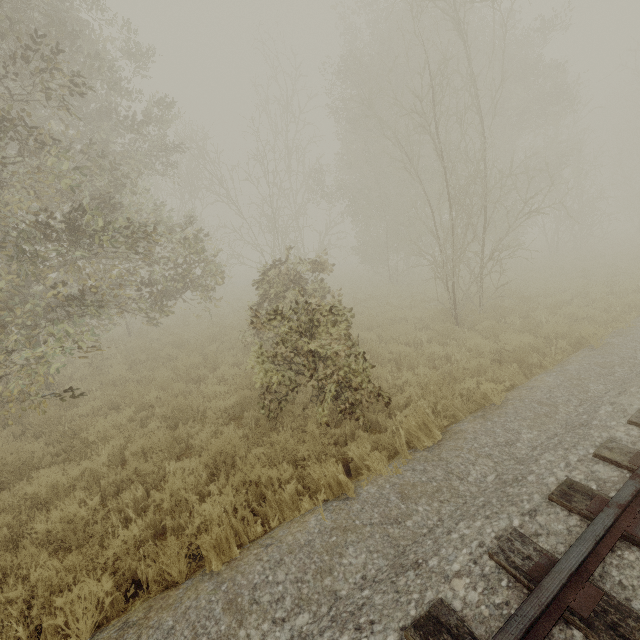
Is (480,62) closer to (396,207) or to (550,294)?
(396,207)
